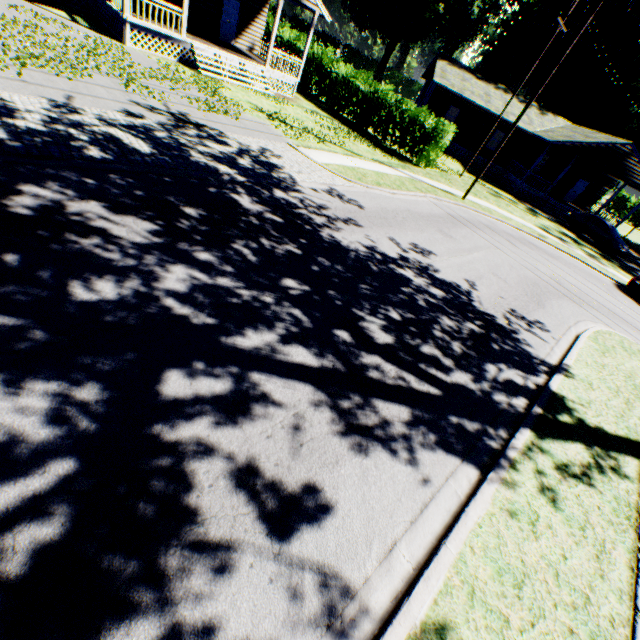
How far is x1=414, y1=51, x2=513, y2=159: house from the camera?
28.81m

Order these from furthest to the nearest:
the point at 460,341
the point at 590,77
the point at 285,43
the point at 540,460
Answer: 1. the point at 590,77
2. the point at 285,43
3. the point at 460,341
4. the point at 540,460

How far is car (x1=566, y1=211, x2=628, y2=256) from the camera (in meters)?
24.16

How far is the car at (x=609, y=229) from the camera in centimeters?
2416cm

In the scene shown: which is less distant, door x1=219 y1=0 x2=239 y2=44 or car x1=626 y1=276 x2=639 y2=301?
car x1=626 y1=276 x2=639 y2=301

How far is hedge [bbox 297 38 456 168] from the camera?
19.6m

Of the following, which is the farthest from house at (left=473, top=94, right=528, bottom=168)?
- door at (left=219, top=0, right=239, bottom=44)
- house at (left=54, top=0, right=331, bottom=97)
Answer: door at (left=219, top=0, right=239, bottom=44)

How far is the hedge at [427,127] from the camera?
19.64m
